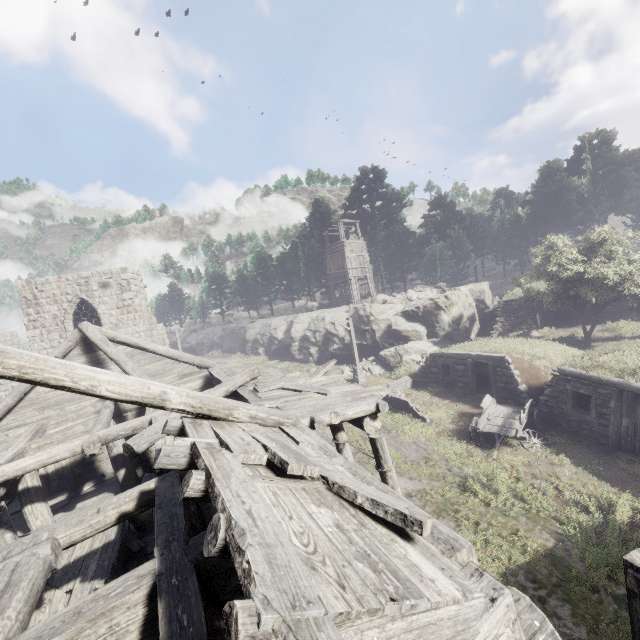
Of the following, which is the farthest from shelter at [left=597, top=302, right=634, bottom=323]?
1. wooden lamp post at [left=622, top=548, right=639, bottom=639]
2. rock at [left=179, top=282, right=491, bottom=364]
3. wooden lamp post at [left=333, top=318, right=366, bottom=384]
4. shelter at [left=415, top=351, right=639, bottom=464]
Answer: wooden lamp post at [left=622, top=548, right=639, bottom=639]

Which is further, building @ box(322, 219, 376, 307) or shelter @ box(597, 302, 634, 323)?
building @ box(322, 219, 376, 307)

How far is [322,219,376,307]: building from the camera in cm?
3362

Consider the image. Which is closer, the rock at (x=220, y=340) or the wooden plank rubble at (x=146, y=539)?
the wooden plank rubble at (x=146, y=539)

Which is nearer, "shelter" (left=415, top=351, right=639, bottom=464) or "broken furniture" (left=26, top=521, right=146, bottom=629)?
"broken furniture" (left=26, top=521, right=146, bottom=629)

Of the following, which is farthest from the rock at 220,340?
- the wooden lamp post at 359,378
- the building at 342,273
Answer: the wooden lamp post at 359,378

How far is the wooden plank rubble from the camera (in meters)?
7.60

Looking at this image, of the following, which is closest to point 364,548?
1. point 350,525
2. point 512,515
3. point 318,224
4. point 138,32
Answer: point 350,525
